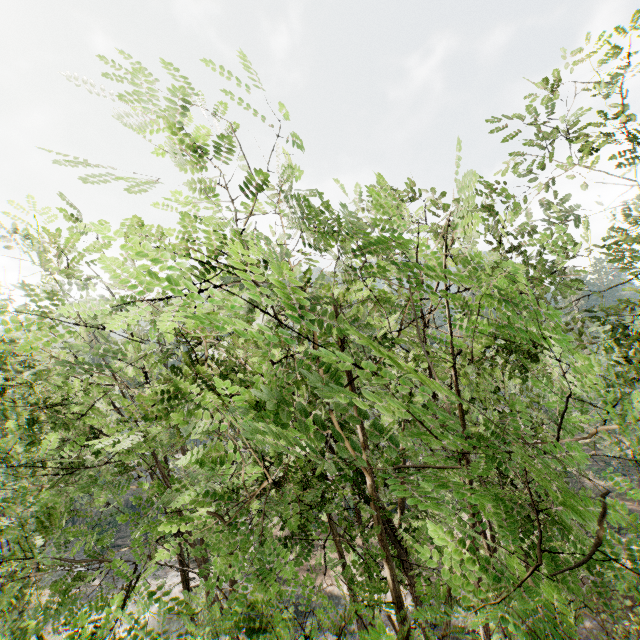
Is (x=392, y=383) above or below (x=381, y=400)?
below

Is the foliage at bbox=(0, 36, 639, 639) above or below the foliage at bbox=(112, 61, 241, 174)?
below

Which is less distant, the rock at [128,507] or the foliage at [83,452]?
the foliage at [83,452]

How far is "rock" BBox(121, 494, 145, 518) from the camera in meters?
43.9

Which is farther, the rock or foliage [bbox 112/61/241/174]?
the rock

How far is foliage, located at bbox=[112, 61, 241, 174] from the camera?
2.4m

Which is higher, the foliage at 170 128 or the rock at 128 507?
the foliage at 170 128
